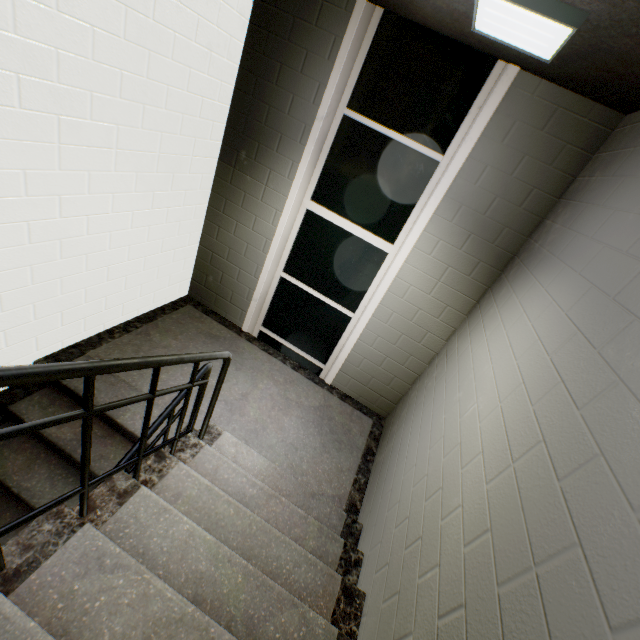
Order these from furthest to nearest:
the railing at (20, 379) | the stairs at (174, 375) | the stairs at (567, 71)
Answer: the stairs at (174, 375), the stairs at (567, 71), the railing at (20, 379)

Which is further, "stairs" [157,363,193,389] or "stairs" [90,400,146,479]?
"stairs" [157,363,193,389]

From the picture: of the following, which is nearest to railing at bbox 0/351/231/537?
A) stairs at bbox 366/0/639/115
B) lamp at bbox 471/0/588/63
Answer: stairs at bbox 366/0/639/115

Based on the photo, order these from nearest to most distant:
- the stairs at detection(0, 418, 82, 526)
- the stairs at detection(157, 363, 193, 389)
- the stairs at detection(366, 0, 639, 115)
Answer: the stairs at detection(366, 0, 639, 115)
the stairs at detection(0, 418, 82, 526)
the stairs at detection(157, 363, 193, 389)

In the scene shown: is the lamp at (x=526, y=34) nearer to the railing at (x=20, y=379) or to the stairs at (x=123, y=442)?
the stairs at (x=123, y=442)

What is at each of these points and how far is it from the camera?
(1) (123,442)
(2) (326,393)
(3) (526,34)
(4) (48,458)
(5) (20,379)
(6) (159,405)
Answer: (1) stairs, 2.6 meters
(2) stairs, 3.8 meters
(3) lamp, 1.7 meters
(4) stairs, 2.5 meters
(5) railing, 0.8 meters
(6) stairs, 2.8 meters

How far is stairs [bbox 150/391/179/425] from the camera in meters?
2.7 m
